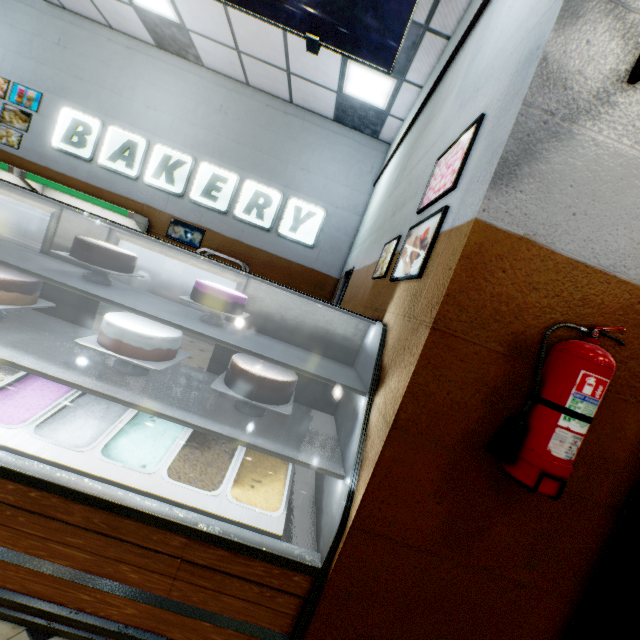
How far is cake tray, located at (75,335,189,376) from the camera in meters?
1.6

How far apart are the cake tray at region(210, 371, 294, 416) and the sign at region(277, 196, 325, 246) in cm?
500

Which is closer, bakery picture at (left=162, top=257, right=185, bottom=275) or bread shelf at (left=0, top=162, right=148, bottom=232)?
bread shelf at (left=0, top=162, right=148, bottom=232)

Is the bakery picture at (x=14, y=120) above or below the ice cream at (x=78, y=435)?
above

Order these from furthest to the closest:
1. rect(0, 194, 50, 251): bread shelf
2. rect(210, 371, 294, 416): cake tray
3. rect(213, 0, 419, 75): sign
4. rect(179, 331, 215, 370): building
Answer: rect(0, 194, 50, 251): bread shelf → rect(179, 331, 215, 370): building → rect(213, 0, 419, 75): sign → rect(210, 371, 294, 416): cake tray

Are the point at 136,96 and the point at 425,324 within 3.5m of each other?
no

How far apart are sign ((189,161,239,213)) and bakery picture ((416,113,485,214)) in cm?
510

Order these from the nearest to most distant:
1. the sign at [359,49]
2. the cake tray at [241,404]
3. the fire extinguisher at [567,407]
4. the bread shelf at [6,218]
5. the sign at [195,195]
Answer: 1. the fire extinguisher at [567,407]
2. the cake tray at [241,404]
3. the sign at [359,49]
4. the bread shelf at [6,218]
5. the sign at [195,195]
